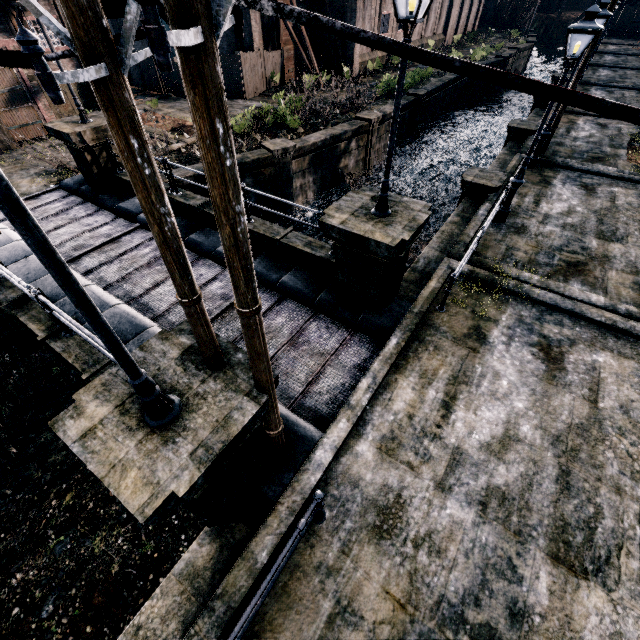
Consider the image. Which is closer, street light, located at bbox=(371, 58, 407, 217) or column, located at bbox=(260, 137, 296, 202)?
street light, located at bbox=(371, 58, 407, 217)

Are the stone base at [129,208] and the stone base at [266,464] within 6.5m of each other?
yes

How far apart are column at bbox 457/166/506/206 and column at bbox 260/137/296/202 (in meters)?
9.24

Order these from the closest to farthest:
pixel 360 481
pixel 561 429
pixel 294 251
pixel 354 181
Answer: pixel 360 481 < pixel 561 429 < pixel 294 251 < pixel 354 181

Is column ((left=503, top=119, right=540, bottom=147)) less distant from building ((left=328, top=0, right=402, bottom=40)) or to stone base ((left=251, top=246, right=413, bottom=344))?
stone base ((left=251, top=246, right=413, bottom=344))

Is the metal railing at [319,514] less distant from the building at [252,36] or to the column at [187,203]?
the column at [187,203]

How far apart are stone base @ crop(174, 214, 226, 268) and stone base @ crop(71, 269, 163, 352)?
2.9 meters
